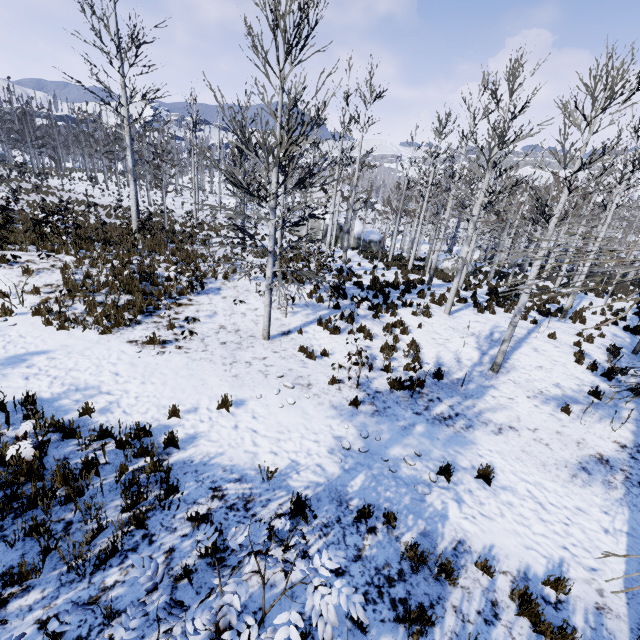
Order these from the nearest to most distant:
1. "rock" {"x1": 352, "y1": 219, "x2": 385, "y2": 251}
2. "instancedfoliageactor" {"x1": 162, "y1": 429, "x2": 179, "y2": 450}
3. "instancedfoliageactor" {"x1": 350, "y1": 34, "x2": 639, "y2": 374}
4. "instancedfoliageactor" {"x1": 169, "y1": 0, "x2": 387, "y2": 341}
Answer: "instancedfoliageactor" {"x1": 162, "y1": 429, "x2": 179, "y2": 450} → "instancedfoliageactor" {"x1": 350, "y1": 34, "x2": 639, "y2": 374} → "instancedfoliageactor" {"x1": 169, "y1": 0, "x2": 387, "y2": 341} → "rock" {"x1": 352, "y1": 219, "x2": 385, "y2": 251}

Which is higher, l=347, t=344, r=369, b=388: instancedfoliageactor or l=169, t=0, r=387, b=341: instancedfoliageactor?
l=169, t=0, r=387, b=341: instancedfoliageactor

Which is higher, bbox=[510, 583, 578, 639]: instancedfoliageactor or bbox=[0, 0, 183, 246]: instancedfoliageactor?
bbox=[0, 0, 183, 246]: instancedfoliageactor

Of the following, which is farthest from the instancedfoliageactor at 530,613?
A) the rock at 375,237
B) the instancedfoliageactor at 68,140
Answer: the rock at 375,237

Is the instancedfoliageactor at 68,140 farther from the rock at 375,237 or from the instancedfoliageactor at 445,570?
the instancedfoliageactor at 445,570

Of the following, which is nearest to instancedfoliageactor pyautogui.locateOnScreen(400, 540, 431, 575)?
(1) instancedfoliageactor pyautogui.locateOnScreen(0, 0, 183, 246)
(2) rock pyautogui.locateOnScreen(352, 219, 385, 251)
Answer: (1) instancedfoliageactor pyautogui.locateOnScreen(0, 0, 183, 246)

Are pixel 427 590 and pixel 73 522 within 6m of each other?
yes

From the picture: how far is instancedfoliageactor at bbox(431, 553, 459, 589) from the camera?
4.1 meters
